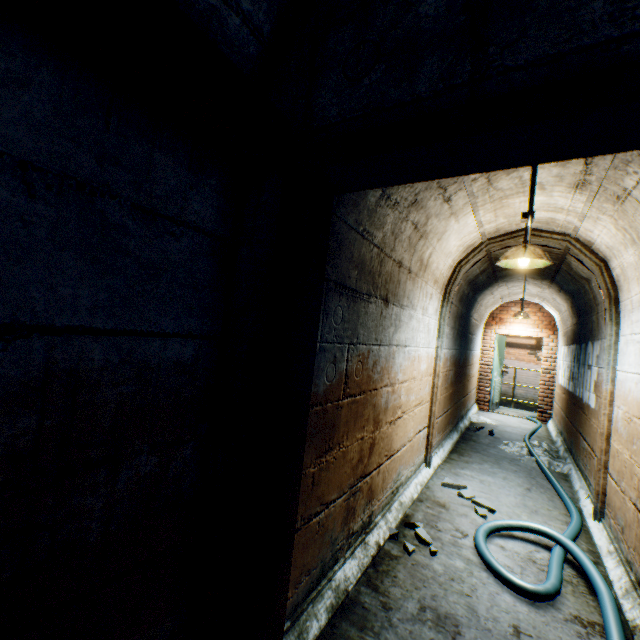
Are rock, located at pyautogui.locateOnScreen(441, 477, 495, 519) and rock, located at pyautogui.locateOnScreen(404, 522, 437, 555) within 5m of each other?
yes

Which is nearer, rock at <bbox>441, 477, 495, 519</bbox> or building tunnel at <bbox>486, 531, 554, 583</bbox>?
building tunnel at <bbox>486, 531, 554, 583</bbox>

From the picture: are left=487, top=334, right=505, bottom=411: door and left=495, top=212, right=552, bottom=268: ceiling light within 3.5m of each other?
no

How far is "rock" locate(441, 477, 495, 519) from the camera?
3.22m

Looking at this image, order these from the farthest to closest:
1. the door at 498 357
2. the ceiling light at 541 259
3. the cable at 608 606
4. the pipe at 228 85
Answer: the door at 498 357, the ceiling light at 541 259, the cable at 608 606, the pipe at 228 85

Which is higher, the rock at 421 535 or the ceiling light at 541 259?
the ceiling light at 541 259

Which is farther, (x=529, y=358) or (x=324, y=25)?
(x=529, y=358)

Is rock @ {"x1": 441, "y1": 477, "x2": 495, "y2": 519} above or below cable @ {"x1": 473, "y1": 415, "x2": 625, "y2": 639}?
below
